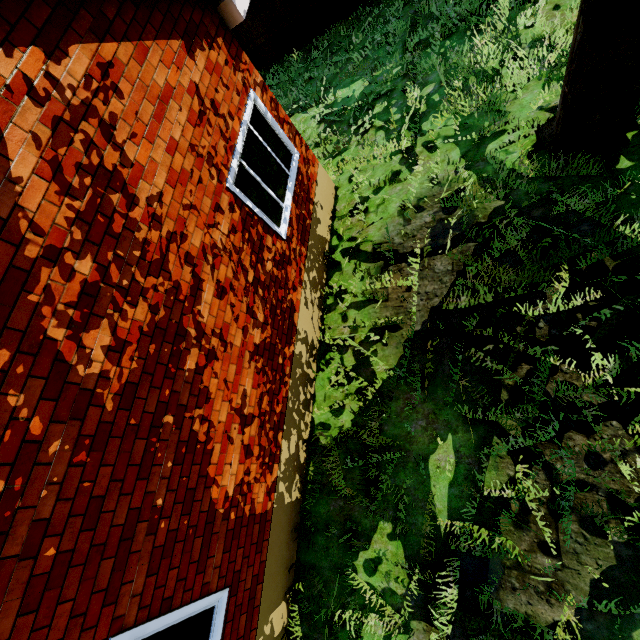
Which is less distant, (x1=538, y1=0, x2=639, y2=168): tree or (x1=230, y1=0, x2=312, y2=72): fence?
(x1=538, y1=0, x2=639, y2=168): tree

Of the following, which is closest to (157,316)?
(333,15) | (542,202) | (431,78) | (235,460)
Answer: (235,460)

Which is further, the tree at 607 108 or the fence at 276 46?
the fence at 276 46
